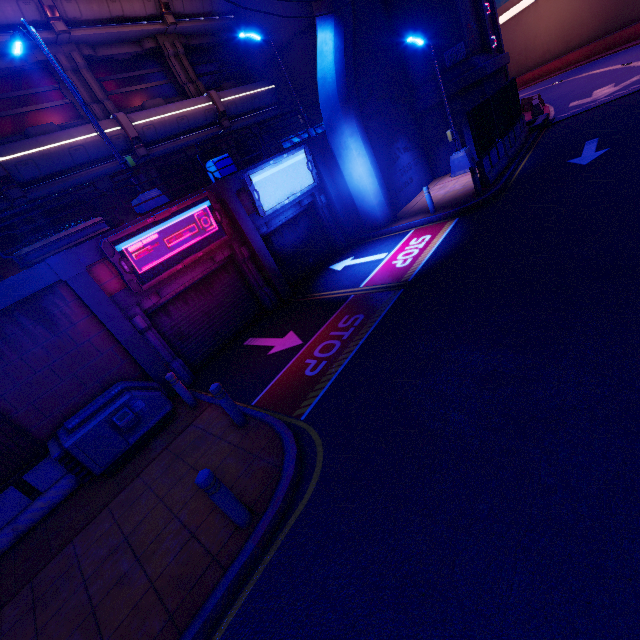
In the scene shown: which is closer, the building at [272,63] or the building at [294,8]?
the building at [294,8]

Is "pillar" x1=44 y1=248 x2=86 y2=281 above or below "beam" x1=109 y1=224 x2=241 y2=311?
above

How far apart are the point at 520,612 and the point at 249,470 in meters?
3.9 m

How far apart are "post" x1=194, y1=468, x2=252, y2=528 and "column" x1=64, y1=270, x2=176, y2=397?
5.8m

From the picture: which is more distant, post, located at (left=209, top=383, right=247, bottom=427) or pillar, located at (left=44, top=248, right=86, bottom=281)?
pillar, located at (left=44, top=248, right=86, bottom=281)

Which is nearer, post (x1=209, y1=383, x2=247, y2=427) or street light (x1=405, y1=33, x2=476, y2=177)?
post (x1=209, y1=383, x2=247, y2=427)

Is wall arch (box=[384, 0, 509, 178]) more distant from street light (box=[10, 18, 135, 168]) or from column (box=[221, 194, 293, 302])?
street light (box=[10, 18, 135, 168])

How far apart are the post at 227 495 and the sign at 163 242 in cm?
635
